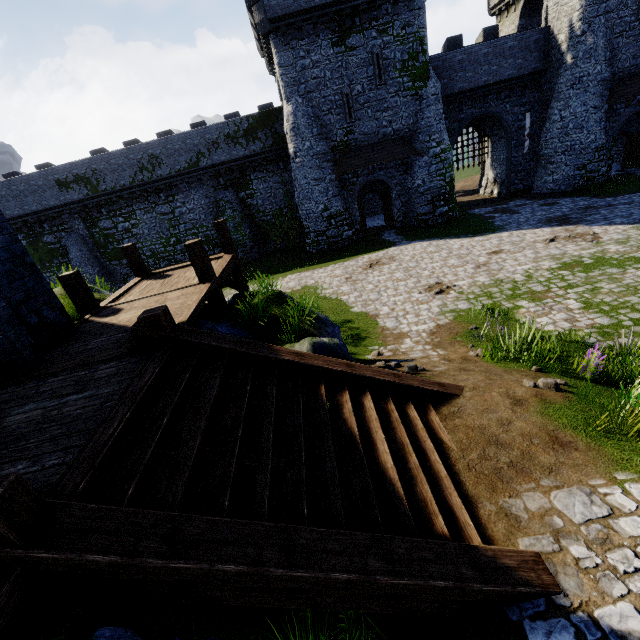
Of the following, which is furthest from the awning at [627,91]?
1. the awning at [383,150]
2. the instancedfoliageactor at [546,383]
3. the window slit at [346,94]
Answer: the instancedfoliageactor at [546,383]

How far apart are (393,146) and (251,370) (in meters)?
22.86

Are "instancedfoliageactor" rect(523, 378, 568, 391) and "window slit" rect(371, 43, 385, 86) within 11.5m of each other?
no

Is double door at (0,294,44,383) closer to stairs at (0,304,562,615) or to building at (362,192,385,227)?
stairs at (0,304,562,615)

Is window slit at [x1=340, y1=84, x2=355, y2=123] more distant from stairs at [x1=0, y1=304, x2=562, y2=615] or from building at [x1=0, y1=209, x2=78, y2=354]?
stairs at [x1=0, y1=304, x2=562, y2=615]

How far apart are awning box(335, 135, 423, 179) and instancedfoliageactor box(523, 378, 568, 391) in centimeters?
2000cm

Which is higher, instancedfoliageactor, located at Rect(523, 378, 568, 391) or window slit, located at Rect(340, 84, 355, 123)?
window slit, located at Rect(340, 84, 355, 123)

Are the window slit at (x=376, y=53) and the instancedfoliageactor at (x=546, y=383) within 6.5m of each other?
no
